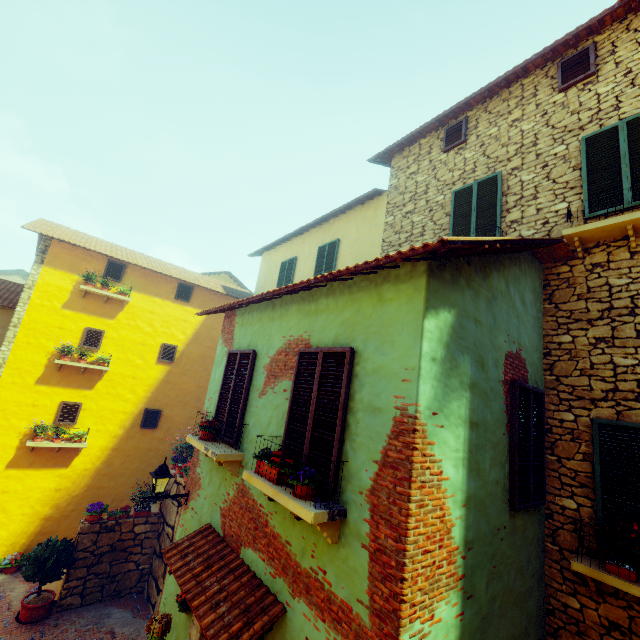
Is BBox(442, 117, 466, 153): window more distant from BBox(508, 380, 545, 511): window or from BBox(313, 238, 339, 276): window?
BBox(508, 380, 545, 511): window

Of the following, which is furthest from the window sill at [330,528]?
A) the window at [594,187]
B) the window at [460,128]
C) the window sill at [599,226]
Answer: the window at [460,128]

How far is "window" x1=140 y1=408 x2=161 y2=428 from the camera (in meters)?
11.81

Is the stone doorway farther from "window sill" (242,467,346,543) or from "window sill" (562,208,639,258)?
"window sill" (562,208,639,258)

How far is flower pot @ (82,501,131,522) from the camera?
8.6 meters

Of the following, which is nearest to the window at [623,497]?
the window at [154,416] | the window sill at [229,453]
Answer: the window sill at [229,453]

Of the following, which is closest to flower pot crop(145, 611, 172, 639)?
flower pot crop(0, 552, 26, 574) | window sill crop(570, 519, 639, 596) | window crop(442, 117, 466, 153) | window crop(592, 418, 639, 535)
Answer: window sill crop(570, 519, 639, 596)

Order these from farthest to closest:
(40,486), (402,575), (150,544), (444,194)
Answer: (40,486) < (150,544) < (444,194) < (402,575)
